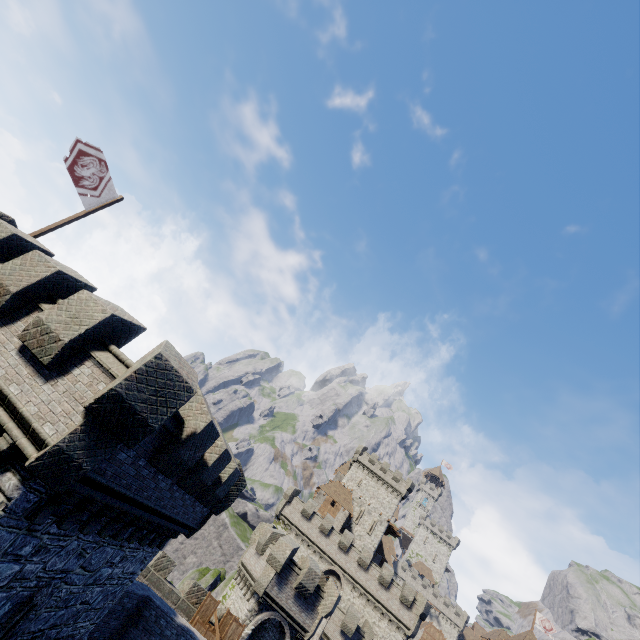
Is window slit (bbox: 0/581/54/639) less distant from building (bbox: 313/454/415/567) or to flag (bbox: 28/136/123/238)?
flag (bbox: 28/136/123/238)

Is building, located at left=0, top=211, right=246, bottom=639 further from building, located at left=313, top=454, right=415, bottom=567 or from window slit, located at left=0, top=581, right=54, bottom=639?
building, located at left=313, top=454, right=415, bottom=567

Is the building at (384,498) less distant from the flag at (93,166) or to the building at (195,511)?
the building at (195,511)

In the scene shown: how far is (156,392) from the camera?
7.3m

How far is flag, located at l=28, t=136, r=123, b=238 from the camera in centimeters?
1148cm

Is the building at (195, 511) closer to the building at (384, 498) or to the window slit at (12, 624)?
the window slit at (12, 624)

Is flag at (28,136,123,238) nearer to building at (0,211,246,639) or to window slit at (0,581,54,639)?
building at (0,211,246,639)
